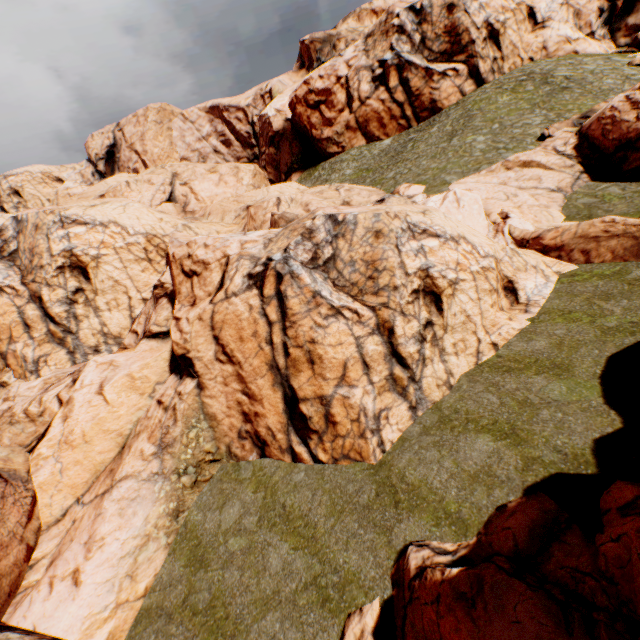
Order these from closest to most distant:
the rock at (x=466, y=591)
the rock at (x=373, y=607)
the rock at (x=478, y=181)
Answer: the rock at (x=466, y=591) < the rock at (x=373, y=607) < the rock at (x=478, y=181)

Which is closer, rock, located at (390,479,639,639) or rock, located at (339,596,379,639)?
rock, located at (390,479,639,639)

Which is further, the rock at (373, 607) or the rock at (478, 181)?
the rock at (478, 181)

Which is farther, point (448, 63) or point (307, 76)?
point (307, 76)

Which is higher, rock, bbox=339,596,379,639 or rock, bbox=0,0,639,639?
rock, bbox=0,0,639,639

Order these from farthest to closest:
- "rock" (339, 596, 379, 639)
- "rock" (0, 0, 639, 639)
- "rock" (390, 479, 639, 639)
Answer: "rock" (0, 0, 639, 639)
"rock" (339, 596, 379, 639)
"rock" (390, 479, 639, 639)
